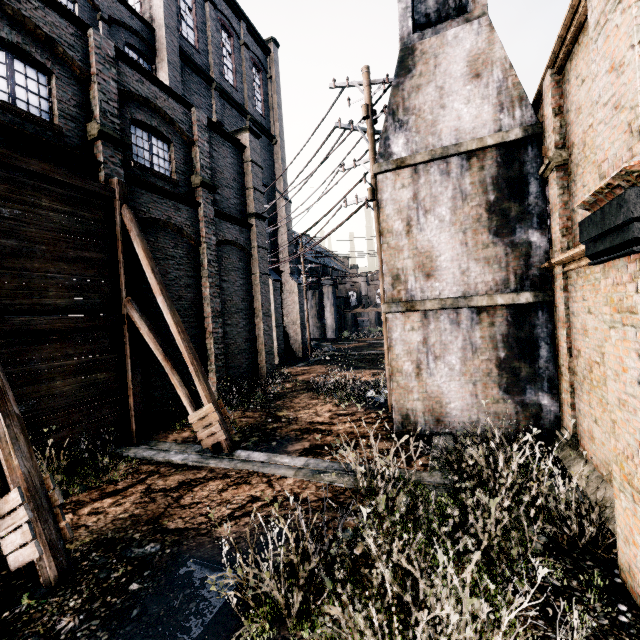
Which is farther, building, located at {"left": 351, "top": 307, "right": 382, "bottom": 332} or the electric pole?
building, located at {"left": 351, "top": 307, "right": 382, "bottom": 332}

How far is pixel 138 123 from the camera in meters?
12.7 m

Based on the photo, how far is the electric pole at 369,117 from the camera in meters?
11.8 m

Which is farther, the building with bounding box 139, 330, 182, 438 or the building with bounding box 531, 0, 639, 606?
the building with bounding box 139, 330, 182, 438

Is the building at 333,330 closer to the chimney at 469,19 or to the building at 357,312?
the building at 357,312

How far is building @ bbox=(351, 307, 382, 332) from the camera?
58.09m

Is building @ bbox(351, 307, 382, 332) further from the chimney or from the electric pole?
the chimney

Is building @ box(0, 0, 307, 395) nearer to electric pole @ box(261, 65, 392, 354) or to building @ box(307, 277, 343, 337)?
electric pole @ box(261, 65, 392, 354)
